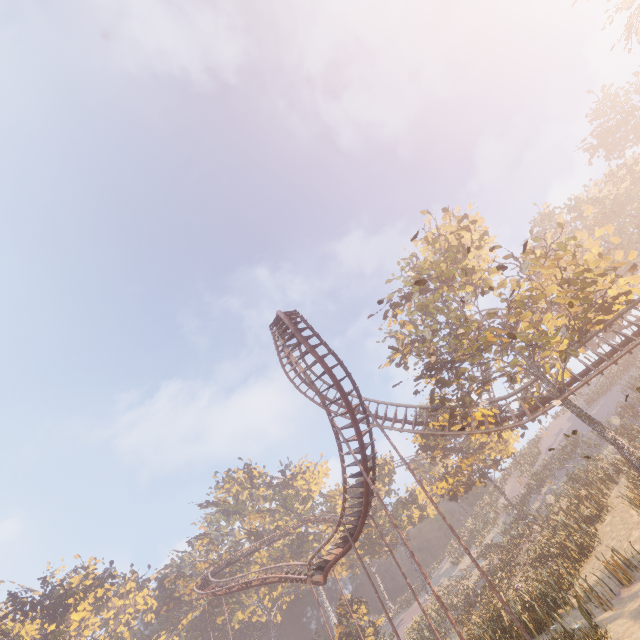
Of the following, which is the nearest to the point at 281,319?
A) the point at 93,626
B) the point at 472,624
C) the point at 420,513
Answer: the point at 472,624

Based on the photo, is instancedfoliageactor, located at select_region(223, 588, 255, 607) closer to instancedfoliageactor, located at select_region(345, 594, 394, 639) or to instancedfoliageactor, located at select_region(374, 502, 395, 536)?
instancedfoliageactor, located at select_region(345, 594, 394, 639)

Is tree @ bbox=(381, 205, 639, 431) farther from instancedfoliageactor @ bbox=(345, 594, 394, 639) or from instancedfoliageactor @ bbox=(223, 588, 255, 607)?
instancedfoliageactor @ bbox=(223, 588, 255, 607)

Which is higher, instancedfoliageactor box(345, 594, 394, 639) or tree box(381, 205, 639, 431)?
tree box(381, 205, 639, 431)

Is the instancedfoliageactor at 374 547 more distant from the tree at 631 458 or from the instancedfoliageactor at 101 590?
the tree at 631 458

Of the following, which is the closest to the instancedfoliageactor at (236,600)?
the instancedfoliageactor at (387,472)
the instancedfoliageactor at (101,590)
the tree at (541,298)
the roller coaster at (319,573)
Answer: the roller coaster at (319,573)

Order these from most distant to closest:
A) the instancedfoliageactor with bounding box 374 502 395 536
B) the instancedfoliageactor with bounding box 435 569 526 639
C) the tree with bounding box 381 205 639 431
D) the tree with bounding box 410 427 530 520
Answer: the instancedfoliageactor with bounding box 374 502 395 536 < the tree with bounding box 410 427 530 520 < the tree with bounding box 381 205 639 431 < the instancedfoliageactor with bounding box 435 569 526 639

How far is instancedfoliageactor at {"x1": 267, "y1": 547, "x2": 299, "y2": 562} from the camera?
57.4m
